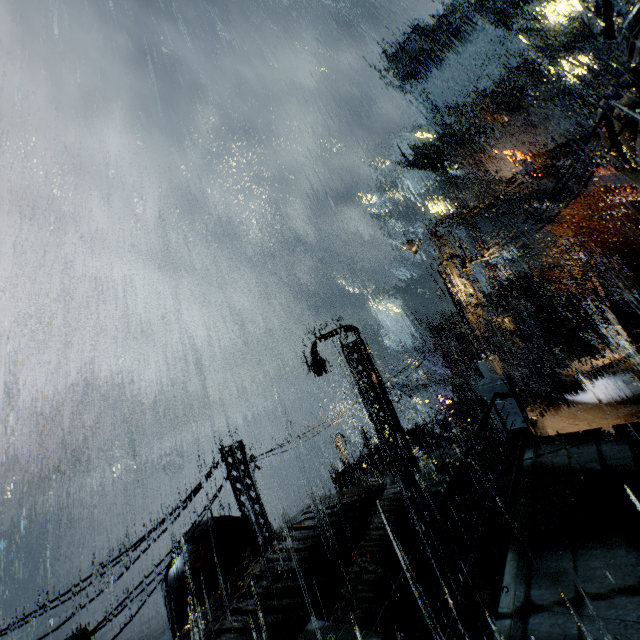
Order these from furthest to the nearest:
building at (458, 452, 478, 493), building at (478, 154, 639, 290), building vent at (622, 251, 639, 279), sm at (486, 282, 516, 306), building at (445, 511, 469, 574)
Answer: building at (478, 154, 639, 290), building vent at (622, 251, 639, 279), sm at (486, 282, 516, 306), building at (458, 452, 478, 493), building at (445, 511, 469, 574)

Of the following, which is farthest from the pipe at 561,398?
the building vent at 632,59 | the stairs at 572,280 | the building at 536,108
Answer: the stairs at 572,280

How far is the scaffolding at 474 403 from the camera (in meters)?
16.40

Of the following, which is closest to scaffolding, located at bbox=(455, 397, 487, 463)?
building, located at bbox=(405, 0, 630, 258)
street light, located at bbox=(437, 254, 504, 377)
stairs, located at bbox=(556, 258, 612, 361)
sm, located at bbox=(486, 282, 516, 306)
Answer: building, located at bbox=(405, 0, 630, 258)

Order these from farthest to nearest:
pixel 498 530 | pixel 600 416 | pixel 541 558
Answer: pixel 600 416 → pixel 498 530 → pixel 541 558

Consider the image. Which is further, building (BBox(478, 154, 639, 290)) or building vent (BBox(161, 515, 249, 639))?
building (BBox(478, 154, 639, 290))

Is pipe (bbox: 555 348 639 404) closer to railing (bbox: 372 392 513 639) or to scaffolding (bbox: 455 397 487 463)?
scaffolding (bbox: 455 397 487 463)

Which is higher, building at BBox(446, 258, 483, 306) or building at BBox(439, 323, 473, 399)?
building at BBox(446, 258, 483, 306)
